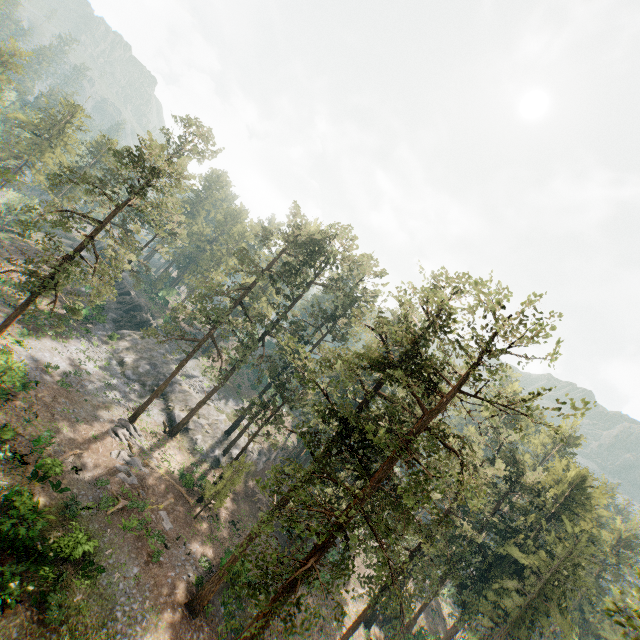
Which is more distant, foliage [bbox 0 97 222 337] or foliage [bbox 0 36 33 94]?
foliage [bbox 0 36 33 94]

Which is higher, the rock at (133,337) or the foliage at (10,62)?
the foliage at (10,62)

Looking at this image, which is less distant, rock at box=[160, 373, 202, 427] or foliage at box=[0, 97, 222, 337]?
foliage at box=[0, 97, 222, 337]

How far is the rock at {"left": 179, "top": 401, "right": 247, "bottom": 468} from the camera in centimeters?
4009cm

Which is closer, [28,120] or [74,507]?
[74,507]

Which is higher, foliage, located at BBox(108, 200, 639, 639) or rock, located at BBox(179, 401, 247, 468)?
foliage, located at BBox(108, 200, 639, 639)

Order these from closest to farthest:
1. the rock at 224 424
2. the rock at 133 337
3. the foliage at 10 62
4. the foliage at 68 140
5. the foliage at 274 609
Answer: the foliage at 274 609, the foliage at 68 140, the rock at 224 424, the rock at 133 337, the foliage at 10 62
